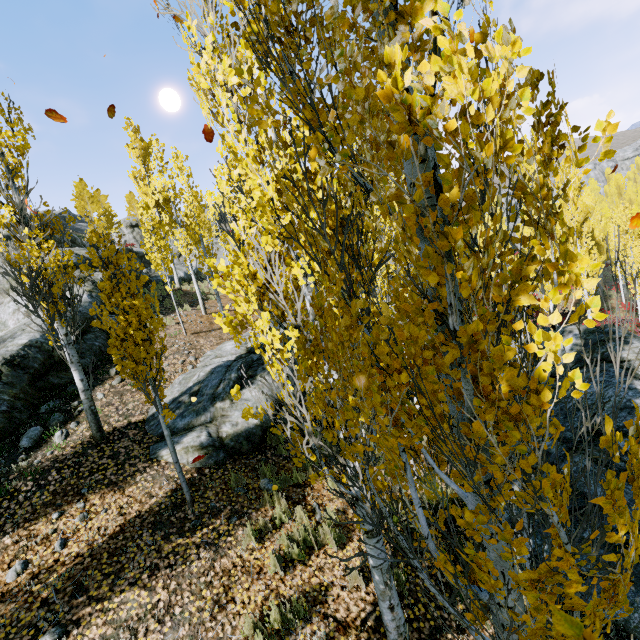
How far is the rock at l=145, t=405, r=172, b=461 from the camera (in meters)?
6.71

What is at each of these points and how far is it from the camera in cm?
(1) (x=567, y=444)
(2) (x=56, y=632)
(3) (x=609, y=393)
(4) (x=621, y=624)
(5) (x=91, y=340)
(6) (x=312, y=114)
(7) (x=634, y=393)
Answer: (1) rock, 759
(2) rock, 393
(3) rock, 826
(4) rock, 418
(5) rock, 1055
(6) instancedfoliageactor, 177
(7) rock, 789

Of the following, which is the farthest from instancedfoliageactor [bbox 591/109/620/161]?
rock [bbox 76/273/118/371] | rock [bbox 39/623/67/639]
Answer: rock [bbox 39/623/67/639]

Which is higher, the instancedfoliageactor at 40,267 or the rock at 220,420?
the instancedfoliageactor at 40,267

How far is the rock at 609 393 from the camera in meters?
8.2 m

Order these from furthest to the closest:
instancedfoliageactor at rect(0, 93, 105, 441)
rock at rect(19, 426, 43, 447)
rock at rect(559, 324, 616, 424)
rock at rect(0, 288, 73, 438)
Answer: rock at rect(559, 324, 616, 424) → rock at rect(0, 288, 73, 438) → rock at rect(19, 426, 43, 447) → instancedfoliageactor at rect(0, 93, 105, 441)

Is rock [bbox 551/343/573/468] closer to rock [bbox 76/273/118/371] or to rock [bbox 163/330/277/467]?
rock [bbox 76/273/118/371]
